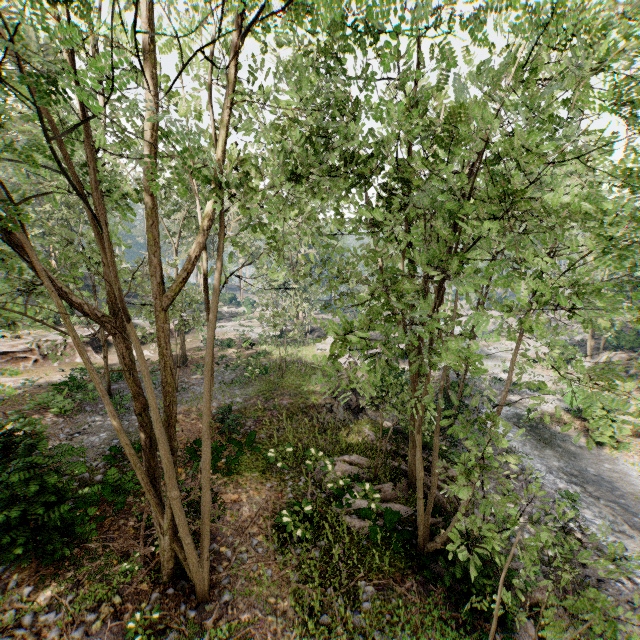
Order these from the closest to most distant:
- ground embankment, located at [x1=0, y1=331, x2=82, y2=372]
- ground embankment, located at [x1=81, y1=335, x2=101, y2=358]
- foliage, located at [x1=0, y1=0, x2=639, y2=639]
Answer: foliage, located at [x1=0, y1=0, x2=639, y2=639] → ground embankment, located at [x1=0, y1=331, x2=82, y2=372] → ground embankment, located at [x1=81, y1=335, x2=101, y2=358]

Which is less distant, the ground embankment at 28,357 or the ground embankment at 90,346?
the ground embankment at 28,357

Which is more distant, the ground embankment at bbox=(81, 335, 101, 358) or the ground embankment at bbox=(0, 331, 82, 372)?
the ground embankment at bbox=(81, 335, 101, 358)

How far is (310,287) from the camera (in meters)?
39.59

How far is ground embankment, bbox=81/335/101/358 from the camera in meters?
25.7 m

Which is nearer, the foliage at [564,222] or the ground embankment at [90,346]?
the foliage at [564,222]

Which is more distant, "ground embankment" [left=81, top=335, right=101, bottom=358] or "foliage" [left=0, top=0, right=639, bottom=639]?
"ground embankment" [left=81, top=335, right=101, bottom=358]
